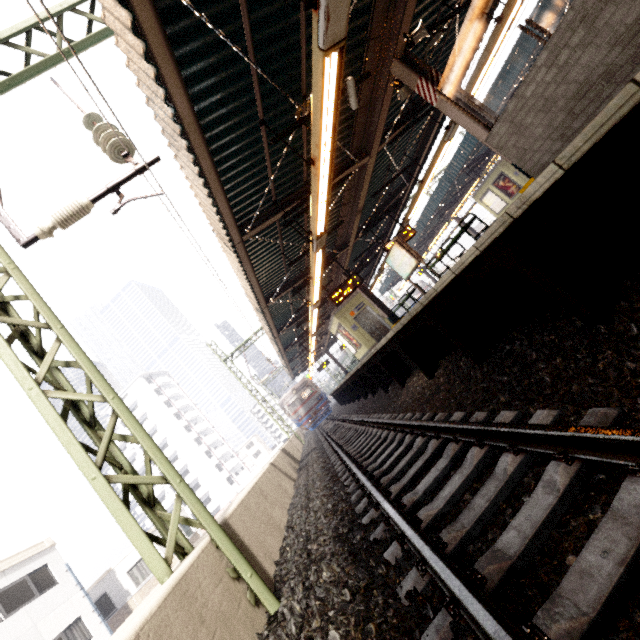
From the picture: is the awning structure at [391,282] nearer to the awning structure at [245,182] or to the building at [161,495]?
the awning structure at [245,182]

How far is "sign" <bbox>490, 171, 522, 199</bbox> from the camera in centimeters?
2095cm

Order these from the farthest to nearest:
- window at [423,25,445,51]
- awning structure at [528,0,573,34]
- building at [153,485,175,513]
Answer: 1. building at [153,485,175,513]
2. awning structure at [528,0,573,34]
3. window at [423,25,445,51]

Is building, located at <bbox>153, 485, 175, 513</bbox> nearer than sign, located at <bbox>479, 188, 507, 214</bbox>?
No

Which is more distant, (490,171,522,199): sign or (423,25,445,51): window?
(490,171,522,199): sign

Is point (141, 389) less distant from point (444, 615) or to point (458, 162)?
point (458, 162)

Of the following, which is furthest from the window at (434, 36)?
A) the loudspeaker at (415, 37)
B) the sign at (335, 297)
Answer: the sign at (335, 297)

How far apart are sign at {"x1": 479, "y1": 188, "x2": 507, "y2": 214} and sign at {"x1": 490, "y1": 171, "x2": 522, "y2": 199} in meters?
0.3 m
